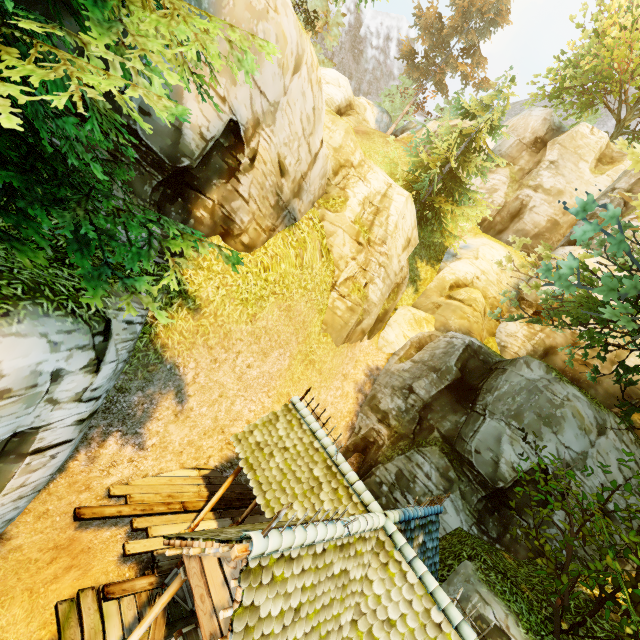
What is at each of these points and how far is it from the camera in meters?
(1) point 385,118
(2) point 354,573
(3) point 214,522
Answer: (1) rock, 33.7
(2) building, 5.5
(3) wooden platform, 9.5

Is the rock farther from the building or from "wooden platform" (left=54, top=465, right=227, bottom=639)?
"wooden platform" (left=54, top=465, right=227, bottom=639)

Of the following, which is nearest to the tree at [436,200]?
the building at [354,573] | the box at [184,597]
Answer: the building at [354,573]

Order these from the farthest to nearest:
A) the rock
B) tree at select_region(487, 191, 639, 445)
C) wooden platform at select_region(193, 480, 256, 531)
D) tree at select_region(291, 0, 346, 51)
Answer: the rock
tree at select_region(291, 0, 346, 51)
wooden platform at select_region(193, 480, 256, 531)
tree at select_region(487, 191, 639, 445)

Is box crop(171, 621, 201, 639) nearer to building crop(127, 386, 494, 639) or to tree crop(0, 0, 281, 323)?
building crop(127, 386, 494, 639)

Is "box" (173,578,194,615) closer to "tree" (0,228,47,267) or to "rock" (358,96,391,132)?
"tree" (0,228,47,267)

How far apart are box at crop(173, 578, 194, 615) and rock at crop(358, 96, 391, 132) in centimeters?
3684cm

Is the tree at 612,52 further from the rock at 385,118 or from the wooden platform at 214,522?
the wooden platform at 214,522
